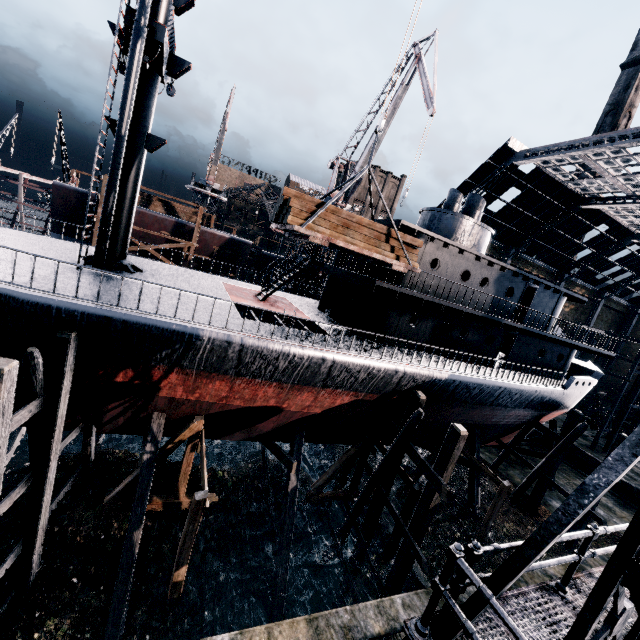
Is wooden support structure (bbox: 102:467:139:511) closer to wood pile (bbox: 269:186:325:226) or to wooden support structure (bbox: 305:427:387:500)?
wooden support structure (bbox: 305:427:387:500)

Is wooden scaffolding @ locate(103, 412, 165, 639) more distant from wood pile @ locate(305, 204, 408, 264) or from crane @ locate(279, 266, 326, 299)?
crane @ locate(279, 266, 326, 299)

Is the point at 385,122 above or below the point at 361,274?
above

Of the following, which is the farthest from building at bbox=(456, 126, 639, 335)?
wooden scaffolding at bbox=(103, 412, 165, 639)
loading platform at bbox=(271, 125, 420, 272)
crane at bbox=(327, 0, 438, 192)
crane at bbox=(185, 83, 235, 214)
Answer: crane at bbox=(185, 83, 235, 214)

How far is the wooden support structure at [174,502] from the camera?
10.1 meters

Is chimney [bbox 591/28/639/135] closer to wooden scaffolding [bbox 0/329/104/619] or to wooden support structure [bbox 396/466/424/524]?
wooden support structure [bbox 396/466/424/524]

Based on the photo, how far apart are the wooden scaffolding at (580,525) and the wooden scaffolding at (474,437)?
4.6 meters

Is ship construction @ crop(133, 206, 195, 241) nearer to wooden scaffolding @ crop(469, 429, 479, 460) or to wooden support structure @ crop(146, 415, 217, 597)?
wooden scaffolding @ crop(469, 429, 479, 460)
